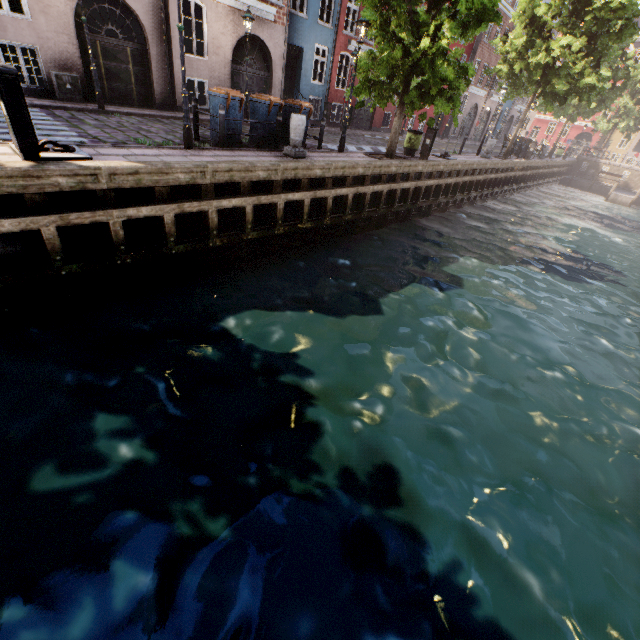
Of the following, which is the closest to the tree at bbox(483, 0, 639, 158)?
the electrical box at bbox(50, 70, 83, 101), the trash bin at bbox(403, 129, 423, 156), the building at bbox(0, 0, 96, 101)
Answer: the trash bin at bbox(403, 129, 423, 156)

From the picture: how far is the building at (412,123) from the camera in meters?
27.6 m

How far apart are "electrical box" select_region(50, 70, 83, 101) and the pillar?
8.5 meters

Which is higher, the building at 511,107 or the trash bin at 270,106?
the building at 511,107

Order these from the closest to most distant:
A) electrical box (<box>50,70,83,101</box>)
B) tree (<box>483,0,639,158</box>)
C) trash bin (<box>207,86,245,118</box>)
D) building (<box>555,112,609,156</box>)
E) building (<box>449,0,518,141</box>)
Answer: trash bin (<box>207,86,245,118</box>), electrical box (<box>50,70,83,101</box>), tree (<box>483,0,639,158</box>), building (<box>449,0,518,141</box>), building (<box>555,112,609,156</box>)

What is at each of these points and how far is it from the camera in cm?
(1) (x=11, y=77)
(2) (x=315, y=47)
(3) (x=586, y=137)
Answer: (1) electrical box, 458
(2) building, 1794
(3) building, 5666

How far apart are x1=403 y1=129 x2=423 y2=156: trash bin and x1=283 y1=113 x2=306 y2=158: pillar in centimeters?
702cm

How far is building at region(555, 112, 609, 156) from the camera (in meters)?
48.28
